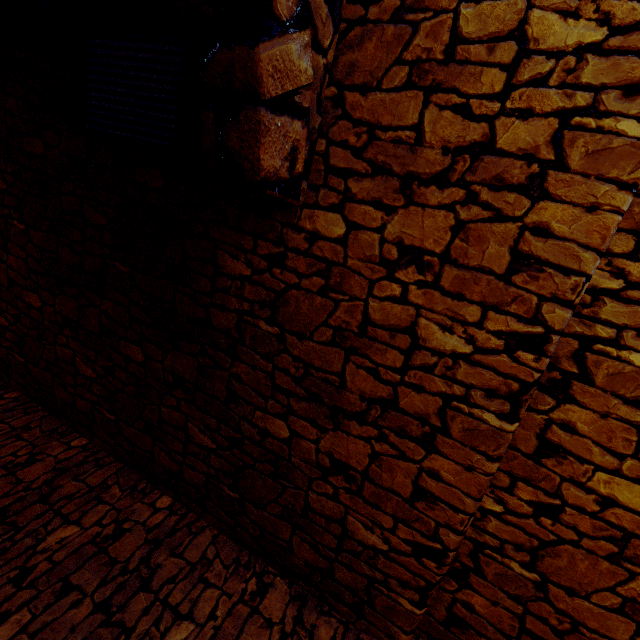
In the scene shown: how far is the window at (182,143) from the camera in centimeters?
Answer: 186cm

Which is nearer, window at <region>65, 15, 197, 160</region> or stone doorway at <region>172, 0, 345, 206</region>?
stone doorway at <region>172, 0, 345, 206</region>

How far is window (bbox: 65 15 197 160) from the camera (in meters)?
1.86

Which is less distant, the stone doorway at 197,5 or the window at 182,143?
the stone doorway at 197,5

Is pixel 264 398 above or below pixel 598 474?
below
